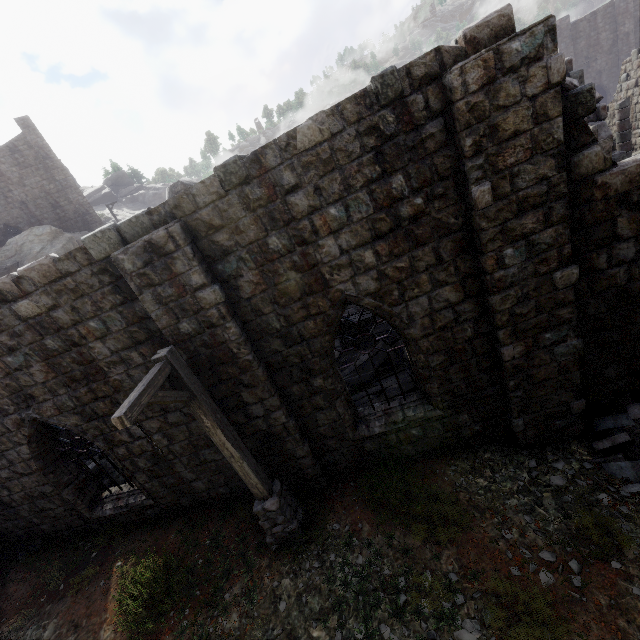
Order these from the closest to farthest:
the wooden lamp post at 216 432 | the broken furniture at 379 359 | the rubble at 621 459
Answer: the wooden lamp post at 216 432 → the rubble at 621 459 → the broken furniture at 379 359

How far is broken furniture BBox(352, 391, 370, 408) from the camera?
8.9m

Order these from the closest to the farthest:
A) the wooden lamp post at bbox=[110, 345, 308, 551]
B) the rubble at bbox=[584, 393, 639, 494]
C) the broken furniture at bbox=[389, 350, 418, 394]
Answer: the wooden lamp post at bbox=[110, 345, 308, 551] < the rubble at bbox=[584, 393, 639, 494] < the broken furniture at bbox=[389, 350, 418, 394]

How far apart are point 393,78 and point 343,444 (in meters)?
6.81

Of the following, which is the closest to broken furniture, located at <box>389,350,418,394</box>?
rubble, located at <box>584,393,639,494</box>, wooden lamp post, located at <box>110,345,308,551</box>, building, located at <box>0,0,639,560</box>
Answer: building, located at <box>0,0,639,560</box>

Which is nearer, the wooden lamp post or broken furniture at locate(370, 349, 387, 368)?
the wooden lamp post

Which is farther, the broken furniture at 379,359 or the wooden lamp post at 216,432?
the broken furniture at 379,359
